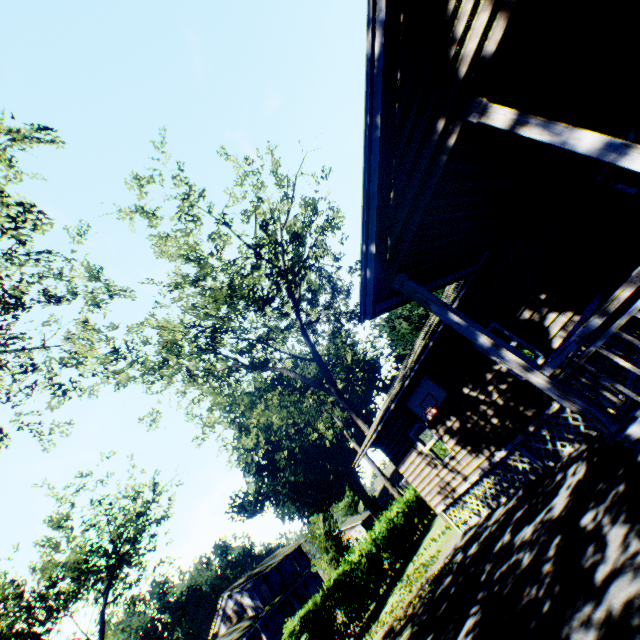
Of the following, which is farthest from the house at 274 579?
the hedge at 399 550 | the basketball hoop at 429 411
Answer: the basketball hoop at 429 411

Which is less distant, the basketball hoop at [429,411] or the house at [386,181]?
the house at [386,181]

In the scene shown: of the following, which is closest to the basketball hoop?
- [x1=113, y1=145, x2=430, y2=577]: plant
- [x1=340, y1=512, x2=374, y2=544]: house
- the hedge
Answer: [x1=113, y1=145, x2=430, y2=577]: plant

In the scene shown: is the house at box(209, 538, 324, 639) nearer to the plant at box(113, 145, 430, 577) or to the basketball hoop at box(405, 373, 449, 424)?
the plant at box(113, 145, 430, 577)

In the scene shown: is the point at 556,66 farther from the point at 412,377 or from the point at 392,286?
the point at 412,377

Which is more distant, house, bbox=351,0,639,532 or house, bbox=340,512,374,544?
house, bbox=340,512,374,544

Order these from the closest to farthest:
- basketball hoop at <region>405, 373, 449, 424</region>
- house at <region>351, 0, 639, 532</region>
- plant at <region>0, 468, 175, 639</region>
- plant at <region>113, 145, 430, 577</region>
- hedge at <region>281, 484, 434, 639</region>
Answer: house at <region>351, 0, 639, 532</region> < basketball hoop at <region>405, 373, 449, 424</region> < hedge at <region>281, 484, 434, 639</region> < plant at <region>113, 145, 430, 577</region> < plant at <region>0, 468, 175, 639</region>
